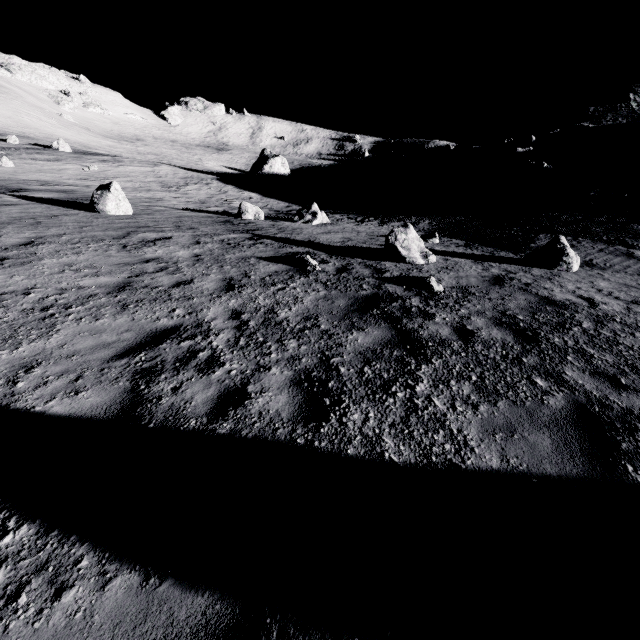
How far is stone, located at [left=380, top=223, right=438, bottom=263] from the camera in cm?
996

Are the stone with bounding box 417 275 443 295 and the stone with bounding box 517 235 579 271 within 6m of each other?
yes

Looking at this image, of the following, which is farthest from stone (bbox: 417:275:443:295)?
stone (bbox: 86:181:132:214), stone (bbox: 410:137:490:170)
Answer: stone (bbox: 410:137:490:170)

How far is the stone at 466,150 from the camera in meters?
41.3 m

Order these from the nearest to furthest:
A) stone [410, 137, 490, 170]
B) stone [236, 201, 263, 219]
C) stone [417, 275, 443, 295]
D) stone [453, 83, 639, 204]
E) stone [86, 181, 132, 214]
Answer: stone [417, 275, 443, 295] < stone [86, 181, 132, 214] < stone [236, 201, 263, 219] < stone [453, 83, 639, 204] < stone [410, 137, 490, 170]

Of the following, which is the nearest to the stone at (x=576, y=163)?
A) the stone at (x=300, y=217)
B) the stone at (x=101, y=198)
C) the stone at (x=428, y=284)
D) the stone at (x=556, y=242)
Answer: the stone at (x=556, y=242)

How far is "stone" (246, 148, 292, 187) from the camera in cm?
3544

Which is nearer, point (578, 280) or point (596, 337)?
point (596, 337)
